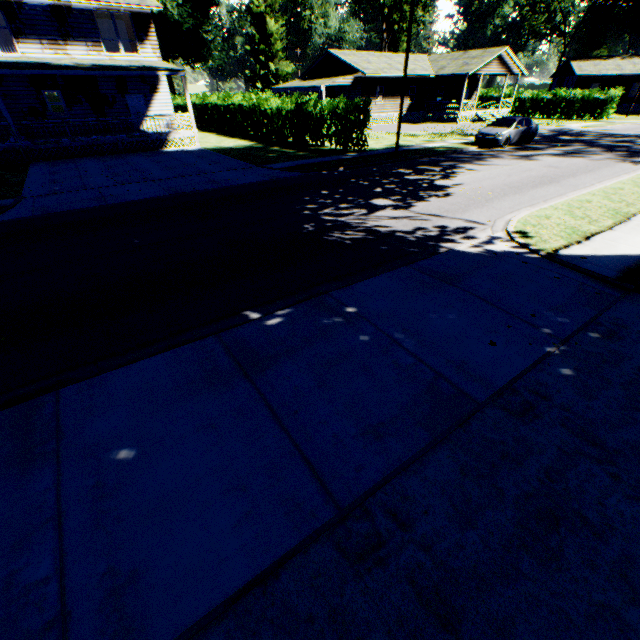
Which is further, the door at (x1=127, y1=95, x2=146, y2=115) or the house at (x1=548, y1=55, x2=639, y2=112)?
the house at (x1=548, y1=55, x2=639, y2=112)

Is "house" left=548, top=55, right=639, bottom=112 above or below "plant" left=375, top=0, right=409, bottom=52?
below

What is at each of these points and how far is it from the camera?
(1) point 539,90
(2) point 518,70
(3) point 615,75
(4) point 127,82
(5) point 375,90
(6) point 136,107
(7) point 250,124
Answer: (1) hedge, 39.9 meters
(2) house, 37.4 meters
(3) house, 43.0 meters
(4) house, 23.3 meters
(5) house, 33.7 meters
(6) door, 24.3 meters
(7) hedge, 27.9 meters

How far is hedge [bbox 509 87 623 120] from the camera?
35.7m

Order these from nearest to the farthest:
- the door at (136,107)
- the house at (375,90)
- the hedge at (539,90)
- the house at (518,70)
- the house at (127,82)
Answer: the house at (127,82) < the door at (136,107) < the house at (375,90) < the house at (518,70) < the hedge at (539,90)

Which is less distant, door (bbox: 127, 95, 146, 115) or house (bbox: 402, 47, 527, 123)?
door (bbox: 127, 95, 146, 115)

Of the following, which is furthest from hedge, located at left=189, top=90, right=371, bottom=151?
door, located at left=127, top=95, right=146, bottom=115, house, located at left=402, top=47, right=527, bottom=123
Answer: house, located at left=402, top=47, right=527, bottom=123

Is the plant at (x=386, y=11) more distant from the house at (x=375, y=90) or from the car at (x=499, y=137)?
the car at (x=499, y=137)
